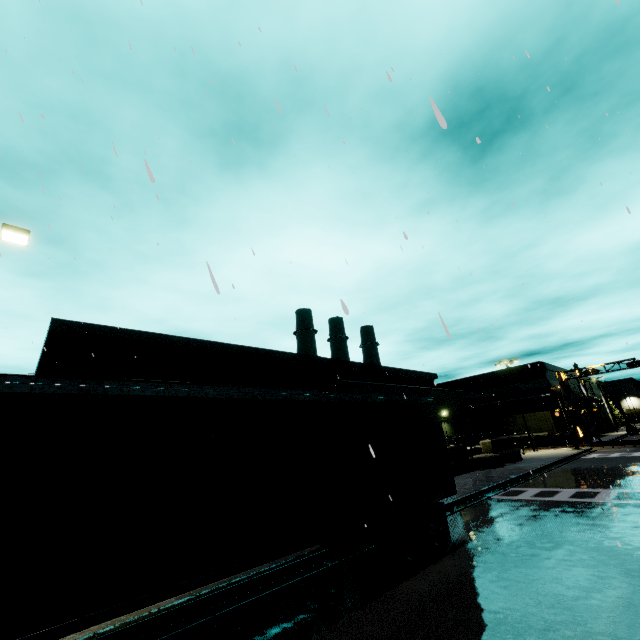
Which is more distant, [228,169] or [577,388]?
[577,388]

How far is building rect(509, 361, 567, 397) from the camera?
44.16m

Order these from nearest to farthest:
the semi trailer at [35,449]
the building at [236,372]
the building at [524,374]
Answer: the semi trailer at [35,449] → the building at [236,372] → the building at [524,374]

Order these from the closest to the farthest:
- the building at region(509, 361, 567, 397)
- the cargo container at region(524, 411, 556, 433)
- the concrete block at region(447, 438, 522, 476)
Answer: the concrete block at region(447, 438, 522, 476)
the cargo container at region(524, 411, 556, 433)
the building at region(509, 361, 567, 397)

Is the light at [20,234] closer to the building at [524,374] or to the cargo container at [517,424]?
the building at [524,374]

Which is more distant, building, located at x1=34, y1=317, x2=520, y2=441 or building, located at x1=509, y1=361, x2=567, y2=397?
building, located at x1=509, y1=361, x2=567, y2=397

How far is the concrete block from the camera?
22.0 meters

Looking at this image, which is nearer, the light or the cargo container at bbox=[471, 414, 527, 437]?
the light
